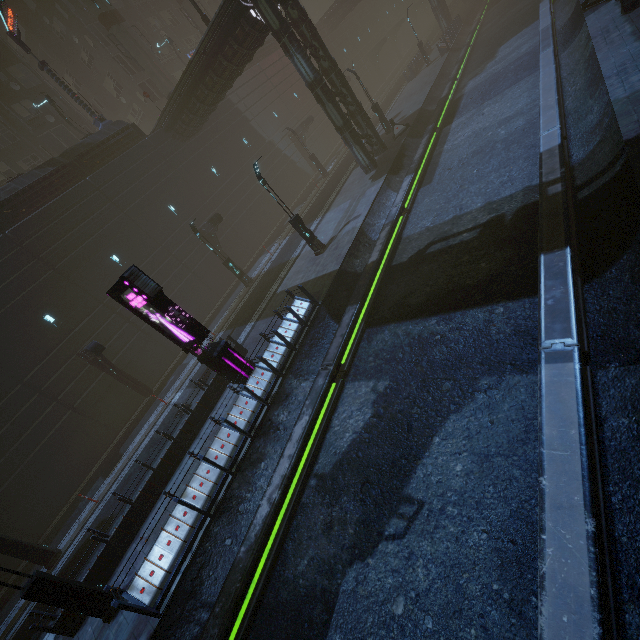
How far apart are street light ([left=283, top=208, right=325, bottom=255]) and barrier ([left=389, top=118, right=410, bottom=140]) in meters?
11.9 m

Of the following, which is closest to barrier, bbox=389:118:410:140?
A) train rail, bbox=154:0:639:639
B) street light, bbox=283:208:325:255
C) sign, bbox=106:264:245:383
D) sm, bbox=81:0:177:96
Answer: train rail, bbox=154:0:639:639

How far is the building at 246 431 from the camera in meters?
8.5 m

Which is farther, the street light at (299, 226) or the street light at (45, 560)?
the street light at (299, 226)

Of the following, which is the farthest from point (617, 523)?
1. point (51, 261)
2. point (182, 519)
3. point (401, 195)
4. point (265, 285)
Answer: point (51, 261)

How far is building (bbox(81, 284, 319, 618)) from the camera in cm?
845

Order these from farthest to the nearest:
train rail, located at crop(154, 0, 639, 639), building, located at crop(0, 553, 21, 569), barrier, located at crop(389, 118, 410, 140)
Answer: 1. barrier, located at crop(389, 118, 410, 140)
2. building, located at crop(0, 553, 21, 569)
3. train rail, located at crop(154, 0, 639, 639)

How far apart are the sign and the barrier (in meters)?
20.42
